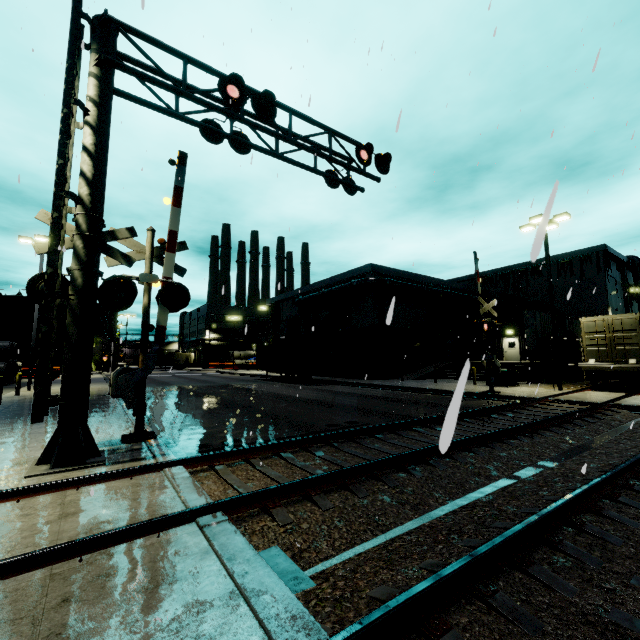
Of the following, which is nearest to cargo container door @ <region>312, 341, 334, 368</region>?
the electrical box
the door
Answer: the electrical box

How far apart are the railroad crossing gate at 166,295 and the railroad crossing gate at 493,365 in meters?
13.6 m

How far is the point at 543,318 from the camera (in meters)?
33.00

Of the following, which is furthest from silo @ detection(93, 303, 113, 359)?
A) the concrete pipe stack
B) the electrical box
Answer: the electrical box

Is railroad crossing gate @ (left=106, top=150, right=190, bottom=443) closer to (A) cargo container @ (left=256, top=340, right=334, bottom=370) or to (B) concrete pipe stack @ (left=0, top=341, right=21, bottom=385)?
(A) cargo container @ (left=256, top=340, right=334, bottom=370)

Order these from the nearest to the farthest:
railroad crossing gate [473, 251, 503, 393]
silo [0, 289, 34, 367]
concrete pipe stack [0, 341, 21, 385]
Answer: railroad crossing gate [473, 251, 503, 393]
concrete pipe stack [0, 341, 21, 385]
silo [0, 289, 34, 367]

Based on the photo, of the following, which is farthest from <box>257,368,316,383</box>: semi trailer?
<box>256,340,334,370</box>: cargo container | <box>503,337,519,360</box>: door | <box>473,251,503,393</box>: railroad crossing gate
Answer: <box>503,337,519,360</box>: door

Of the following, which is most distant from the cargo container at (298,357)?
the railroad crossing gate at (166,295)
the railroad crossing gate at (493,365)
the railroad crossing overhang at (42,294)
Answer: the railroad crossing overhang at (42,294)
